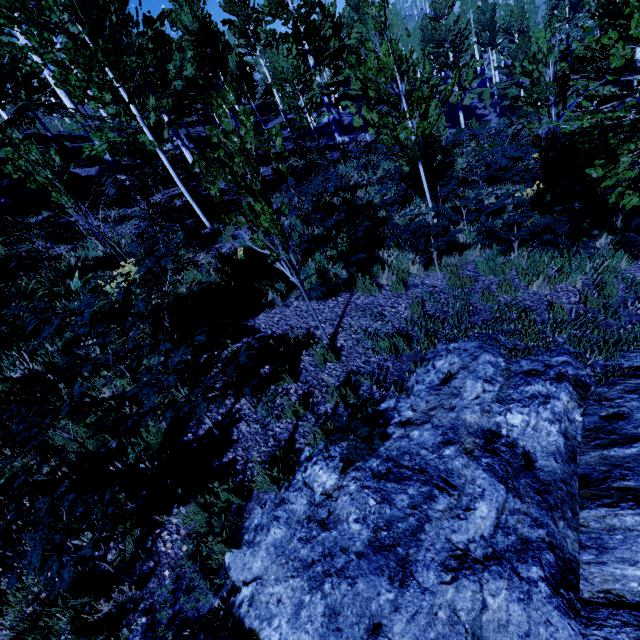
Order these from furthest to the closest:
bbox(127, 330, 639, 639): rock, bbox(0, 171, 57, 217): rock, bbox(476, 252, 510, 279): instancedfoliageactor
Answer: bbox(0, 171, 57, 217): rock, bbox(476, 252, 510, 279): instancedfoliageactor, bbox(127, 330, 639, 639): rock

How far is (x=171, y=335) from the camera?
4.3m

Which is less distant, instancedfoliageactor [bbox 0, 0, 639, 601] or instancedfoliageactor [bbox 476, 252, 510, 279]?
instancedfoliageactor [bbox 0, 0, 639, 601]

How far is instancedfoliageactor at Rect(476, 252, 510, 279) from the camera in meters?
6.0

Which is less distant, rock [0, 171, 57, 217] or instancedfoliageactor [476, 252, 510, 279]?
instancedfoliageactor [476, 252, 510, 279]

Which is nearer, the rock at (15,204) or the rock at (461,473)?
the rock at (461,473)

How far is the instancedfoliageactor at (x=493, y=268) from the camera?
5.97m
